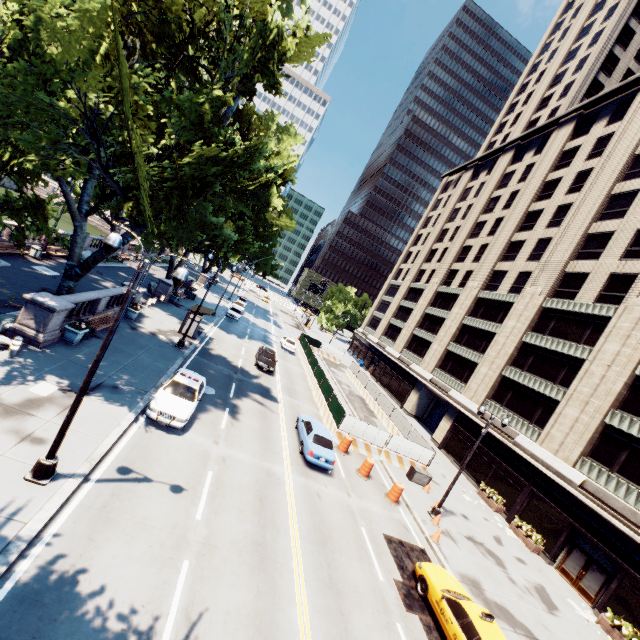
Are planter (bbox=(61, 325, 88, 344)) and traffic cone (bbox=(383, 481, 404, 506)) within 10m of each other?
no

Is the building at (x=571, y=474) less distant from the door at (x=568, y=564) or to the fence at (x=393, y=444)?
the door at (x=568, y=564)

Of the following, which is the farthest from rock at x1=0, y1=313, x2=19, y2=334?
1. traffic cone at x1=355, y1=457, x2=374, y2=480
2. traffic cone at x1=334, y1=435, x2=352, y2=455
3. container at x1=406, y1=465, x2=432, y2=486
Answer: container at x1=406, y1=465, x2=432, y2=486

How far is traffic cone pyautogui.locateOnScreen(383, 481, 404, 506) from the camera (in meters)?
18.47

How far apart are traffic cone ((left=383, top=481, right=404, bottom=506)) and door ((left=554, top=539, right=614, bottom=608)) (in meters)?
12.00

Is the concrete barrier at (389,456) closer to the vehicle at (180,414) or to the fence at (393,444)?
the fence at (393,444)

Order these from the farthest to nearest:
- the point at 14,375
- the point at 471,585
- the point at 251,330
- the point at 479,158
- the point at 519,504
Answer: the point at 479,158, the point at 251,330, the point at 519,504, the point at 471,585, the point at 14,375

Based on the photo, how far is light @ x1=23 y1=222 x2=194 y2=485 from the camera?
8.5m
